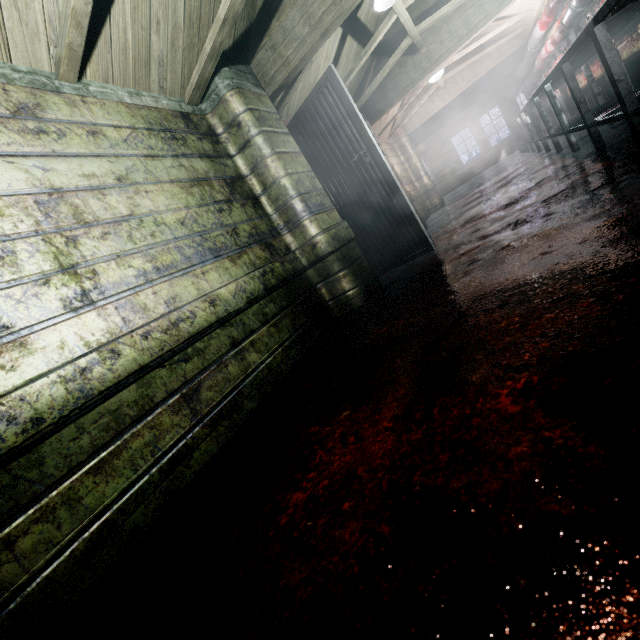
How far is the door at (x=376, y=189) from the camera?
2.97m

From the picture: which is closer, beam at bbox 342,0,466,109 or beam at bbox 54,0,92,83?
beam at bbox 54,0,92,83

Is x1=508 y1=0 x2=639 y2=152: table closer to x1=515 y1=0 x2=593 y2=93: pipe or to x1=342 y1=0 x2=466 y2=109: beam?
x1=515 y1=0 x2=593 y2=93: pipe

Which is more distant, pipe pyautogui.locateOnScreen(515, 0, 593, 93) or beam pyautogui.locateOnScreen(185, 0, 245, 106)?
pipe pyautogui.locateOnScreen(515, 0, 593, 93)

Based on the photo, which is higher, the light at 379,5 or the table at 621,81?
the light at 379,5

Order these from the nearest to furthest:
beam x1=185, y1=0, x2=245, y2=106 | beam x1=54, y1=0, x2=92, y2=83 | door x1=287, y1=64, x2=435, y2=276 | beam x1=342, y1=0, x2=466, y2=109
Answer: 1. beam x1=54, y1=0, x2=92, y2=83
2. beam x1=185, y1=0, x2=245, y2=106
3. door x1=287, y1=64, x2=435, y2=276
4. beam x1=342, y1=0, x2=466, y2=109

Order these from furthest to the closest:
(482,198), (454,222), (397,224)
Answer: (482,198)
(454,222)
(397,224)

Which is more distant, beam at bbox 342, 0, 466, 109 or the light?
beam at bbox 342, 0, 466, 109
